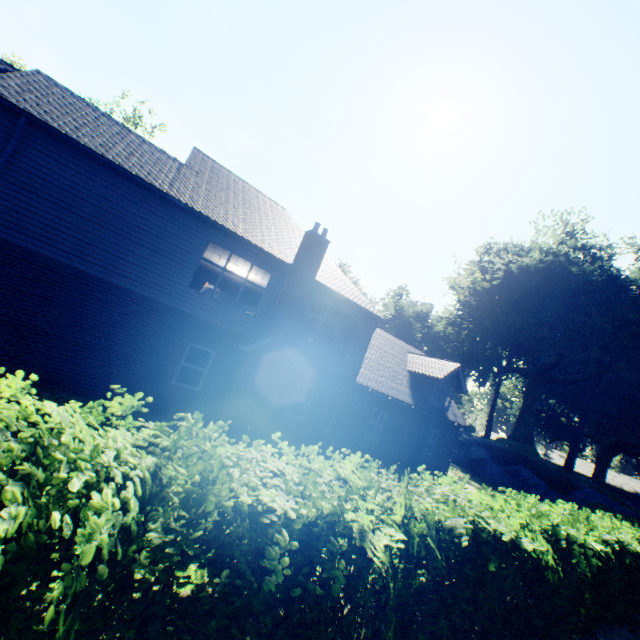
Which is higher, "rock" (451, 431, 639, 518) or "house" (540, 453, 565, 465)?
"house" (540, 453, 565, 465)

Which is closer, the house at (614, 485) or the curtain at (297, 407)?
the curtain at (297, 407)

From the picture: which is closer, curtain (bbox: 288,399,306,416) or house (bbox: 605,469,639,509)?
curtain (bbox: 288,399,306,416)

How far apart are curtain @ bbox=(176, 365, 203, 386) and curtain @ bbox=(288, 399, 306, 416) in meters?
3.9 m

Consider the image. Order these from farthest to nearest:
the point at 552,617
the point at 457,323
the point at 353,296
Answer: the point at 457,323
the point at 353,296
the point at 552,617

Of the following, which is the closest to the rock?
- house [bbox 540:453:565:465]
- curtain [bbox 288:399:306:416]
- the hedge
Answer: the hedge

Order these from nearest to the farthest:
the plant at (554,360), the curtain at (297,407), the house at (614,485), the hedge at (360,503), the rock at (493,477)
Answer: the hedge at (360,503)
the curtain at (297,407)
the rock at (493,477)
the plant at (554,360)
the house at (614,485)
